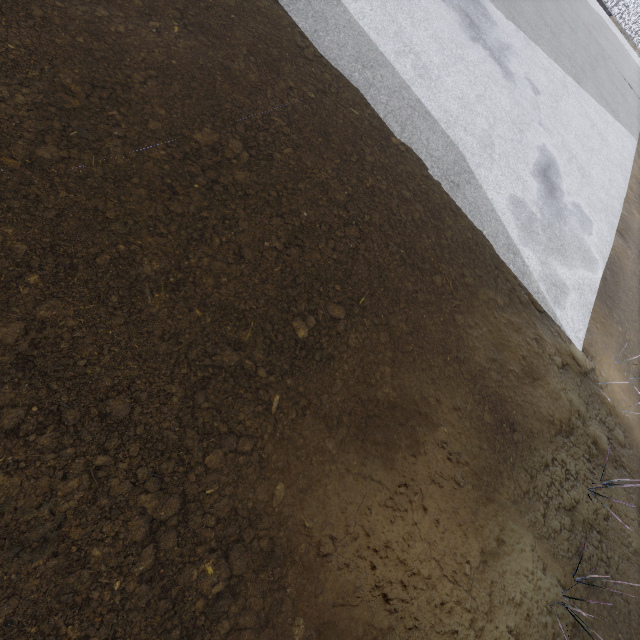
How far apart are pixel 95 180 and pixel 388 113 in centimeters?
517cm
